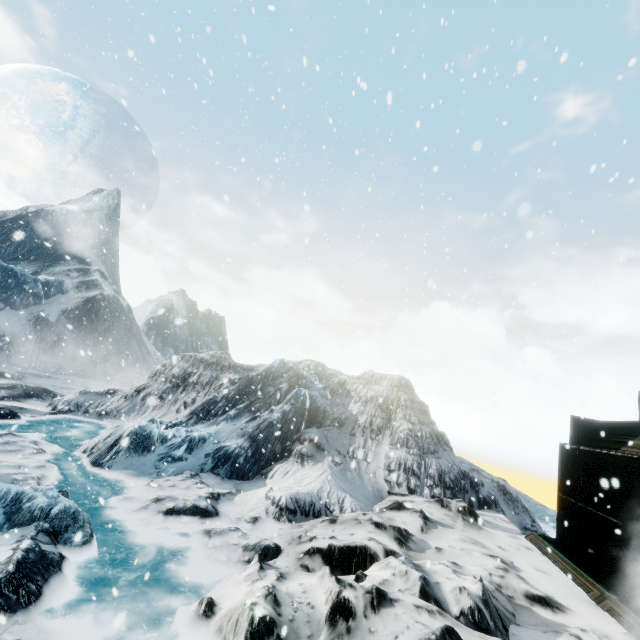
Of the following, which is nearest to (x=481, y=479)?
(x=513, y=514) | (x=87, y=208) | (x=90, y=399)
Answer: (x=513, y=514)
